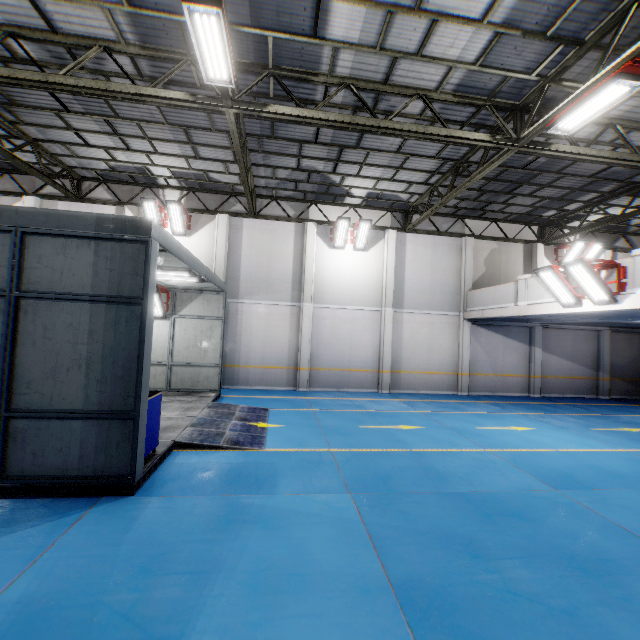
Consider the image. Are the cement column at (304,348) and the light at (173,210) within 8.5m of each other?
yes

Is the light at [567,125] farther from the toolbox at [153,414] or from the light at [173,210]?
the light at [173,210]

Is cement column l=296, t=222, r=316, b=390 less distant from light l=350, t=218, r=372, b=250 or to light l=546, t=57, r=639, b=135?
light l=350, t=218, r=372, b=250

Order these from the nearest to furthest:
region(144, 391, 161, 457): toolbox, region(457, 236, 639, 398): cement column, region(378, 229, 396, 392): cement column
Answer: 1. region(144, 391, 161, 457): toolbox
2. region(378, 229, 396, 392): cement column
3. region(457, 236, 639, 398): cement column

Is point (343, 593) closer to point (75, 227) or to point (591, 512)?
point (591, 512)

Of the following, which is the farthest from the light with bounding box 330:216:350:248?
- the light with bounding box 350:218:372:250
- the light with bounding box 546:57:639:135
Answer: the light with bounding box 546:57:639:135

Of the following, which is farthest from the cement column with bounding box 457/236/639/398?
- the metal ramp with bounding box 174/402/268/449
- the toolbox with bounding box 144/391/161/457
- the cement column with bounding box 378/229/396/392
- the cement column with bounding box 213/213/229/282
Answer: the toolbox with bounding box 144/391/161/457

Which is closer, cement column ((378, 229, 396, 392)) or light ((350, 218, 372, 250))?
light ((350, 218, 372, 250))
